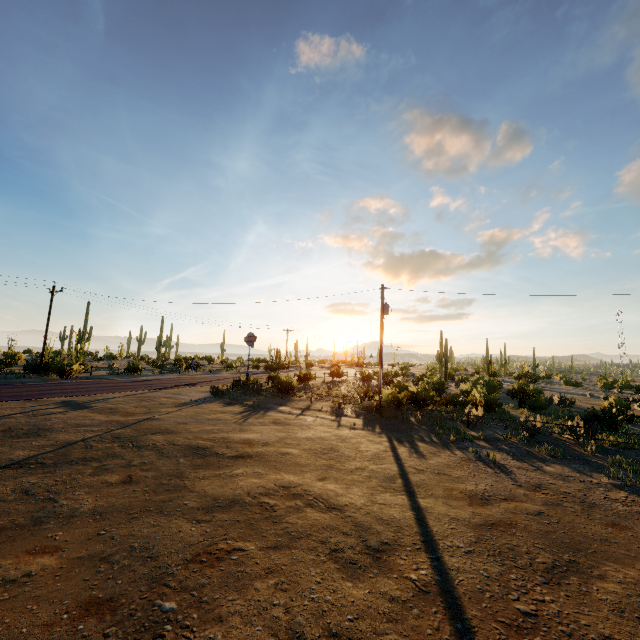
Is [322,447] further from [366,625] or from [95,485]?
[366,625]
